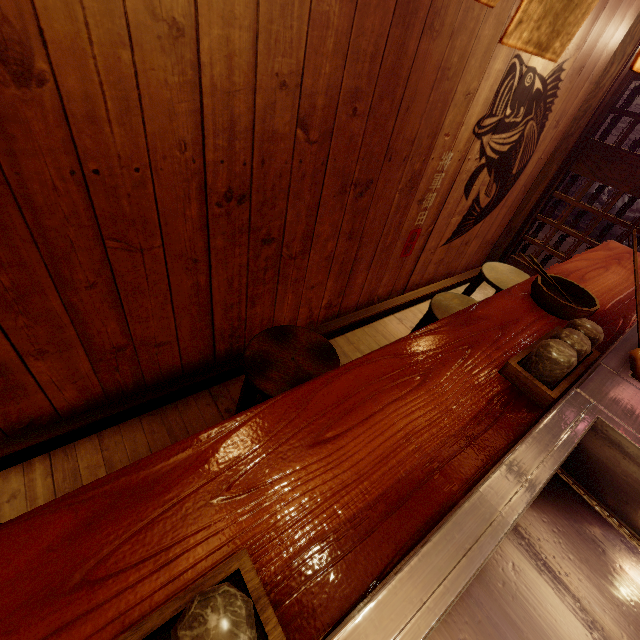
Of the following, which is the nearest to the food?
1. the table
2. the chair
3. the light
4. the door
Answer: the table

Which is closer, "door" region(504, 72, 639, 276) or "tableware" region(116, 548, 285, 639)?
"tableware" region(116, 548, 285, 639)

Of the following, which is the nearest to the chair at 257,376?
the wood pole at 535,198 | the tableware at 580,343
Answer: the tableware at 580,343

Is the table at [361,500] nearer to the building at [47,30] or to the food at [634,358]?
the food at [634,358]

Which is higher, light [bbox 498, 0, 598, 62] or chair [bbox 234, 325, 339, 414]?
light [bbox 498, 0, 598, 62]

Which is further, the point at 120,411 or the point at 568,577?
the point at 120,411

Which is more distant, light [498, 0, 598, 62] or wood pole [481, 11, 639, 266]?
wood pole [481, 11, 639, 266]

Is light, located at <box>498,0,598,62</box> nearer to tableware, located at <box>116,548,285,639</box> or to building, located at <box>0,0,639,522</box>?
building, located at <box>0,0,639,522</box>
